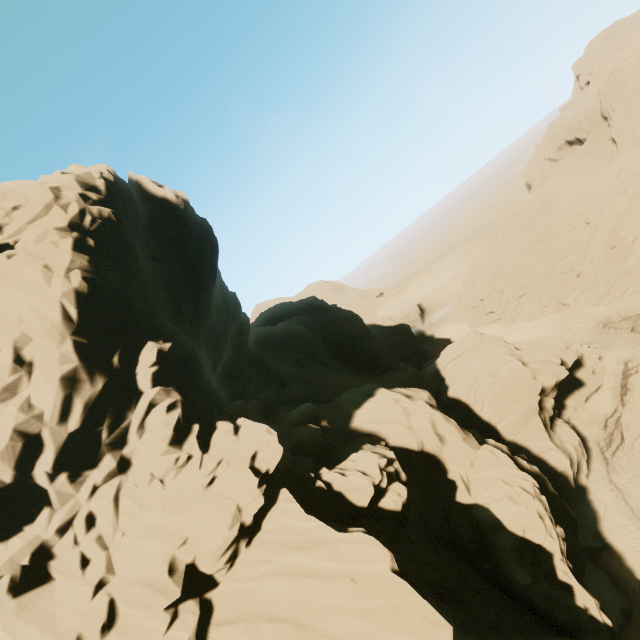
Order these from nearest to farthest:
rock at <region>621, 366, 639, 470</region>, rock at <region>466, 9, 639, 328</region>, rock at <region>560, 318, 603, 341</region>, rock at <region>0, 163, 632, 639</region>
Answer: rock at <region>0, 163, 632, 639</region>
rock at <region>621, 366, 639, 470</region>
rock at <region>560, 318, 603, 341</region>
rock at <region>466, 9, 639, 328</region>

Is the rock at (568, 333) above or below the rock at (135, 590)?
below

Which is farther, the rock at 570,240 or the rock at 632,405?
the rock at 570,240

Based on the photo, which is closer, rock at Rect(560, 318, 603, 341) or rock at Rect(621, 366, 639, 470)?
rock at Rect(621, 366, 639, 470)

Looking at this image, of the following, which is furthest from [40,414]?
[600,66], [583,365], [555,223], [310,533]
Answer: [600,66]

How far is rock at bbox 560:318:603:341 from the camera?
40.4 meters
